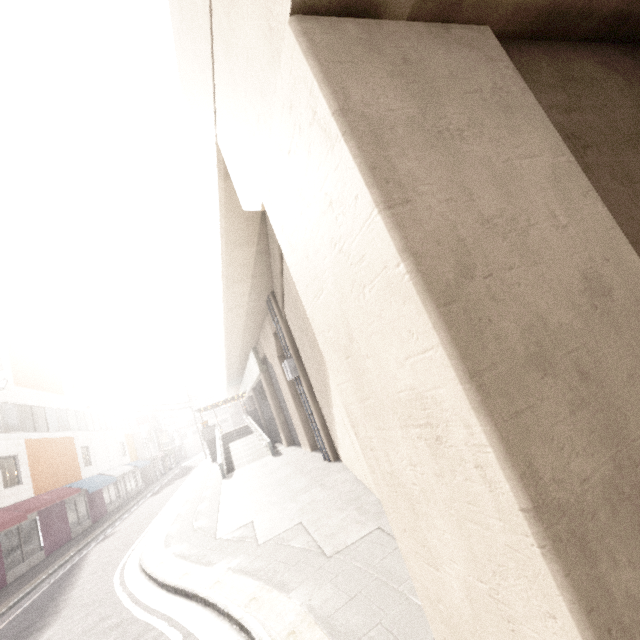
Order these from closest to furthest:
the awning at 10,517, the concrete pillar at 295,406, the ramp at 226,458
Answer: the awning at 10,517
the concrete pillar at 295,406
the ramp at 226,458

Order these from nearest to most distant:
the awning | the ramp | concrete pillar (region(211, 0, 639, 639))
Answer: concrete pillar (region(211, 0, 639, 639)) < the awning < the ramp

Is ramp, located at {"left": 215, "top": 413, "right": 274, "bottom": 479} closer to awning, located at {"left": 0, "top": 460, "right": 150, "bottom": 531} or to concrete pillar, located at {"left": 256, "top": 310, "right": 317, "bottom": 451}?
concrete pillar, located at {"left": 256, "top": 310, "right": 317, "bottom": 451}

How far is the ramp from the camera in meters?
20.0

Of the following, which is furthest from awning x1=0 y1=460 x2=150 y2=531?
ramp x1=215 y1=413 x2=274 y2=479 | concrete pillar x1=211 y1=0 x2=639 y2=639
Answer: concrete pillar x1=211 y1=0 x2=639 y2=639

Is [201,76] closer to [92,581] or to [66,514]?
[92,581]

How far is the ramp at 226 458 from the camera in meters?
20.0

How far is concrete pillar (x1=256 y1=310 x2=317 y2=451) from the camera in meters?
15.9 m
